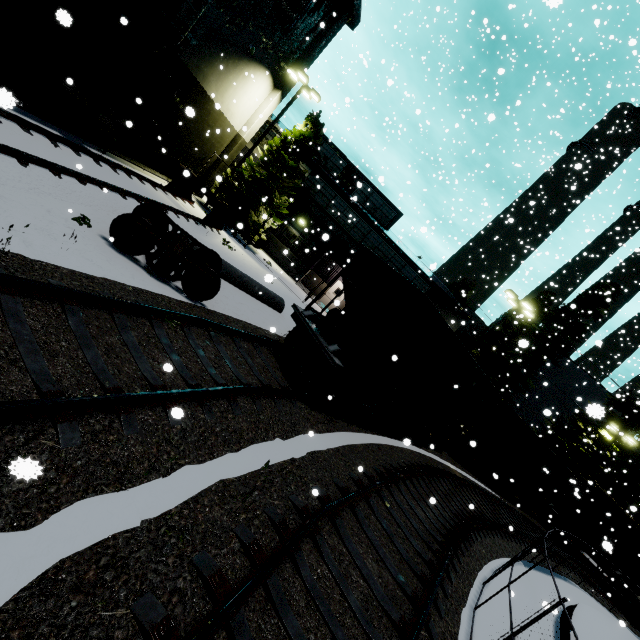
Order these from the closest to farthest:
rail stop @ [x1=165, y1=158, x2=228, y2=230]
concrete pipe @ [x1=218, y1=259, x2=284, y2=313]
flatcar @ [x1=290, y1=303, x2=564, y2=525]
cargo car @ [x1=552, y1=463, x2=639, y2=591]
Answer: flatcar @ [x1=290, y1=303, x2=564, y2=525] < concrete pipe @ [x1=218, y1=259, x2=284, y2=313] < rail stop @ [x1=165, y1=158, x2=228, y2=230] < cargo car @ [x1=552, y1=463, x2=639, y2=591]

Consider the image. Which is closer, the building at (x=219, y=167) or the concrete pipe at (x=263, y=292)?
the concrete pipe at (x=263, y=292)

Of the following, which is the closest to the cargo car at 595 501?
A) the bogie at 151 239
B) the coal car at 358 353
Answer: the coal car at 358 353

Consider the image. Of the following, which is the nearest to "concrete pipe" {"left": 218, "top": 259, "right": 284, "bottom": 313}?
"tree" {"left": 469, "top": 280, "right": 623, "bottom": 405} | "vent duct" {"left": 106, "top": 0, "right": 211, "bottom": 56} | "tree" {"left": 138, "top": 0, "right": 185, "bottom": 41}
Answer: "tree" {"left": 138, "top": 0, "right": 185, "bottom": 41}

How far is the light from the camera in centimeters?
1895cm

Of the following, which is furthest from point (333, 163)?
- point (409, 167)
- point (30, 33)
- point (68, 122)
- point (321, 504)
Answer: point (321, 504)

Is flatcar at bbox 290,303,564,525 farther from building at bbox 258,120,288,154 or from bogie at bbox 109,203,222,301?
building at bbox 258,120,288,154

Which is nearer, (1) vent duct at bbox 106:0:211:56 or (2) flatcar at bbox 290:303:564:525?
(2) flatcar at bbox 290:303:564:525
